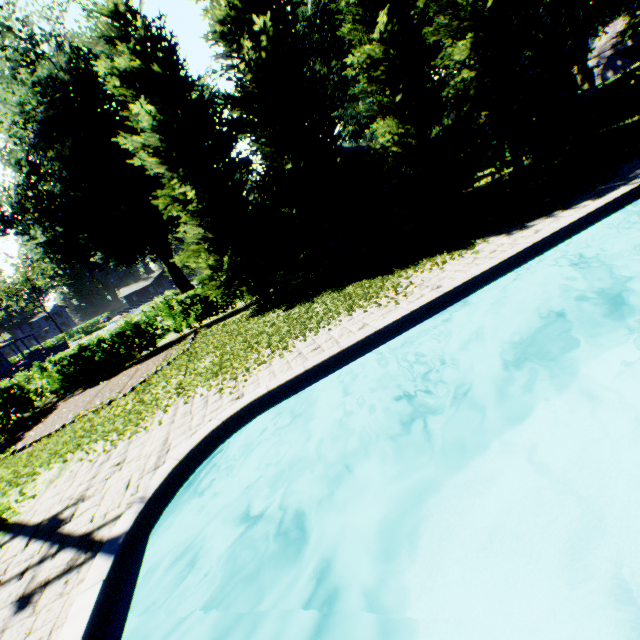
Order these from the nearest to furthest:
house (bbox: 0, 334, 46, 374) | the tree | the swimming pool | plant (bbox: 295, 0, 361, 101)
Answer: the swimming pool
the tree
plant (bbox: 295, 0, 361, 101)
house (bbox: 0, 334, 46, 374)

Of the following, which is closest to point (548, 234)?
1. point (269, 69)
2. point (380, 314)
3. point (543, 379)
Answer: point (543, 379)

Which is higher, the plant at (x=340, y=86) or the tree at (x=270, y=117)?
the plant at (x=340, y=86)

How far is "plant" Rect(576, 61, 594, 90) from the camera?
45.0m

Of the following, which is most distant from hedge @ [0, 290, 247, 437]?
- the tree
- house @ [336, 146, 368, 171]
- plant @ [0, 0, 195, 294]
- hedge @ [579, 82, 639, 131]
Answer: hedge @ [579, 82, 639, 131]

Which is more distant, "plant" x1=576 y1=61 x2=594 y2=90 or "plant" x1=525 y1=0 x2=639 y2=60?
"plant" x1=576 y1=61 x2=594 y2=90

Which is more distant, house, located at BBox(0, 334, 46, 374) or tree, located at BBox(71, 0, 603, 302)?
house, located at BBox(0, 334, 46, 374)

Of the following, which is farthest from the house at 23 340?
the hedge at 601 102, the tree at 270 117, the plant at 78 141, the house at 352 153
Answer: the hedge at 601 102
